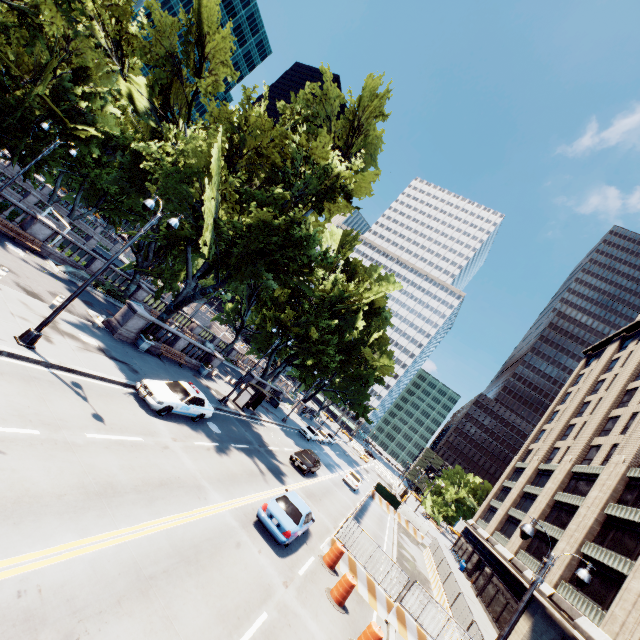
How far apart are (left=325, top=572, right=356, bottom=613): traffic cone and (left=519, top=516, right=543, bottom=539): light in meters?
6.8 m

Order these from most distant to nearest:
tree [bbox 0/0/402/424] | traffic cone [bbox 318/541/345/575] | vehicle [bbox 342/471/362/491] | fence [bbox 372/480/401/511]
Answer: fence [bbox 372/480/401/511], vehicle [bbox 342/471/362/491], tree [bbox 0/0/402/424], traffic cone [bbox 318/541/345/575]

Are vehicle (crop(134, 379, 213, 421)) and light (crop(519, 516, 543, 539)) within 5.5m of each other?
no

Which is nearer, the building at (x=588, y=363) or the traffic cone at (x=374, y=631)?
the traffic cone at (x=374, y=631)

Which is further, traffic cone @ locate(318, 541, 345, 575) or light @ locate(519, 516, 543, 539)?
traffic cone @ locate(318, 541, 345, 575)

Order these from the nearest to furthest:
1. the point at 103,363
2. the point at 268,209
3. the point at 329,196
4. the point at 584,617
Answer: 1. the point at 103,363
2. the point at 268,209
3. the point at 584,617
4. the point at 329,196

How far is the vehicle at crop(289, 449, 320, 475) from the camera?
25.7m

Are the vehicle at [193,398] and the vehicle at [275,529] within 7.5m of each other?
yes
